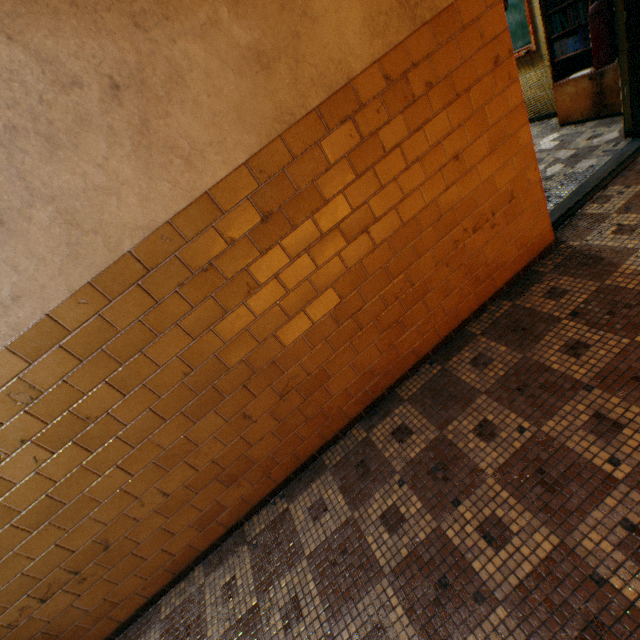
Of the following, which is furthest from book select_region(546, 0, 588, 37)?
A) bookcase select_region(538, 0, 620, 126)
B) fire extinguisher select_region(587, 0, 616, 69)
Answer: fire extinguisher select_region(587, 0, 616, 69)

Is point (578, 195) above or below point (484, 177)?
below

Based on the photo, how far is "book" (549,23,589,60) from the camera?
3.6m

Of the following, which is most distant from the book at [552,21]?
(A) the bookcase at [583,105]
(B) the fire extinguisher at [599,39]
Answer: (B) the fire extinguisher at [599,39]

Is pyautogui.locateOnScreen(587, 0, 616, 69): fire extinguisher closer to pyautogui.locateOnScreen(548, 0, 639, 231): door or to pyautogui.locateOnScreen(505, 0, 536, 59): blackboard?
pyautogui.locateOnScreen(548, 0, 639, 231): door

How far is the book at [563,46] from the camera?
3.6 meters

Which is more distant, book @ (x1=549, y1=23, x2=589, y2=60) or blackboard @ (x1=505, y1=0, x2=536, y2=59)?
blackboard @ (x1=505, y1=0, x2=536, y2=59)

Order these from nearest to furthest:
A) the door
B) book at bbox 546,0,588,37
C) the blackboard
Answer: the door < book at bbox 546,0,588,37 < the blackboard
